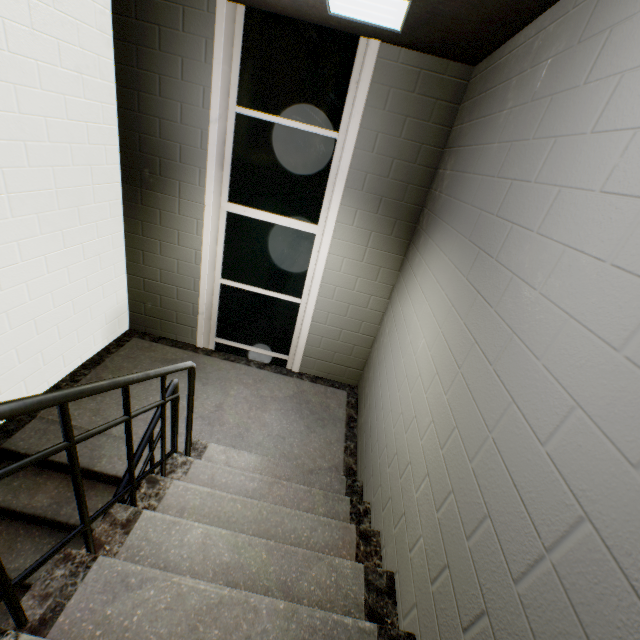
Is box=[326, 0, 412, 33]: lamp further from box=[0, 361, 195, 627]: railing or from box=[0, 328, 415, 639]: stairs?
box=[0, 361, 195, 627]: railing

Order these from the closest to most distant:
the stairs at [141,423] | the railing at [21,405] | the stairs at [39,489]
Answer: the railing at [21,405] < the stairs at [39,489] < the stairs at [141,423]

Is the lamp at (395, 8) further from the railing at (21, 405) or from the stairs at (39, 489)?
the railing at (21, 405)

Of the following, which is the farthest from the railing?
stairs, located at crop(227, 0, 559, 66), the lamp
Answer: the lamp

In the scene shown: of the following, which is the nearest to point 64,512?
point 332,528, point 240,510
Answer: point 240,510

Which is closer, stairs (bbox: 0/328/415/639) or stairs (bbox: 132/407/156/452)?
stairs (bbox: 0/328/415/639)
